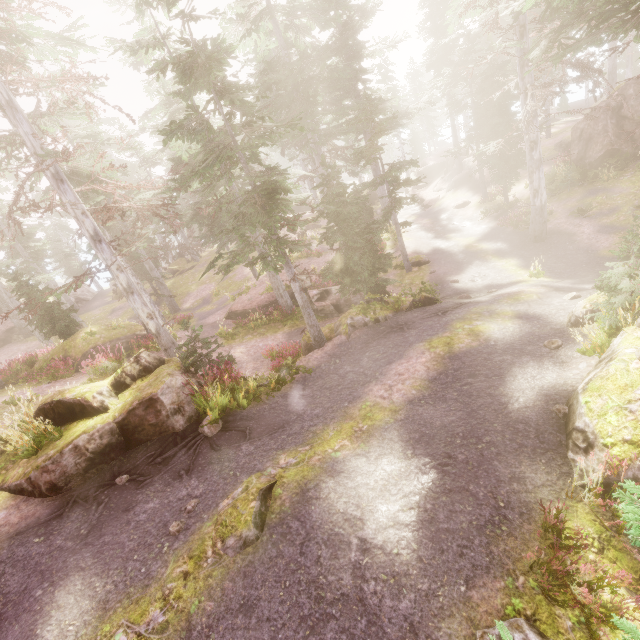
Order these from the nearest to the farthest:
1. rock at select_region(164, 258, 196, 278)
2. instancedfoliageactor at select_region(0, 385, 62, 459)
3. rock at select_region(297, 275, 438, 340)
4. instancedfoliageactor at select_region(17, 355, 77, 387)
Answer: instancedfoliageactor at select_region(0, 385, 62, 459)
rock at select_region(297, 275, 438, 340)
instancedfoliageactor at select_region(17, 355, 77, 387)
rock at select_region(164, 258, 196, 278)

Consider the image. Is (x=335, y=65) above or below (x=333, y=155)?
above

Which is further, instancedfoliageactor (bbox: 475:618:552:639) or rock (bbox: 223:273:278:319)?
rock (bbox: 223:273:278:319)

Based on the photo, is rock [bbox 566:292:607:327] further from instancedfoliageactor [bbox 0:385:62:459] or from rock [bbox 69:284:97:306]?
rock [bbox 69:284:97:306]

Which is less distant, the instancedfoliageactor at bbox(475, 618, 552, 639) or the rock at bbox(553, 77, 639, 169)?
the instancedfoliageactor at bbox(475, 618, 552, 639)

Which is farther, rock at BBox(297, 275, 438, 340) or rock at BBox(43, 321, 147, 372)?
rock at BBox(43, 321, 147, 372)

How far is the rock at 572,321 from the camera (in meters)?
9.16

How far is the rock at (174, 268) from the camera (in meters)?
36.16
